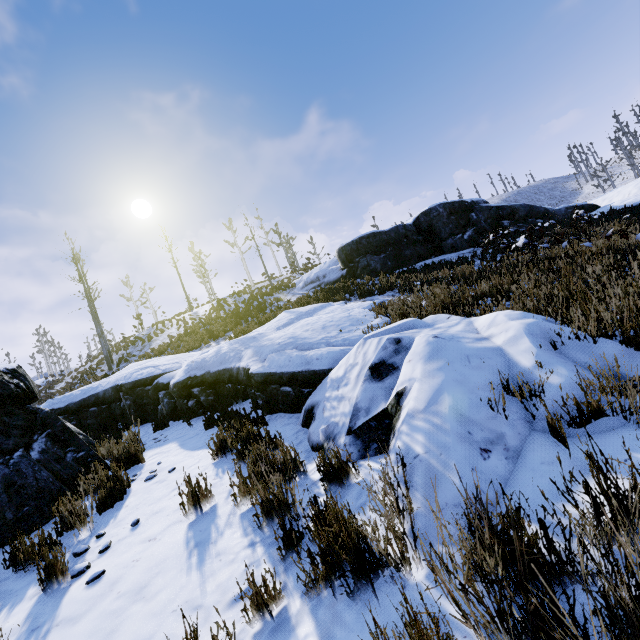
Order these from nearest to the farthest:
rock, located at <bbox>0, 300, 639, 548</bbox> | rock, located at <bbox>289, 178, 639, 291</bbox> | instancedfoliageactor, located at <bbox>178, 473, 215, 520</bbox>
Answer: rock, located at <bbox>0, 300, 639, 548</bbox>, instancedfoliageactor, located at <bbox>178, 473, 215, 520</bbox>, rock, located at <bbox>289, 178, 639, 291</bbox>

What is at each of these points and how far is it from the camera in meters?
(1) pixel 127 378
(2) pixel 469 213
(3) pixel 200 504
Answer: (1) rock, 9.7
(2) rock, 17.2
(3) instancedfoliageactor, 3.3

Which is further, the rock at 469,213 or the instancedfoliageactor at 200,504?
the rock at 469,213

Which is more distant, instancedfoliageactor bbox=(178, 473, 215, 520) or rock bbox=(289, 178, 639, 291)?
rock bbox=(289, 178, 639, 291)

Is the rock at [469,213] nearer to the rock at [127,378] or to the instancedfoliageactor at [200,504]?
the rock at [127,378]

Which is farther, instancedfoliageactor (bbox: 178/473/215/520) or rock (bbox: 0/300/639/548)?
instancedfoliageactor (bbox: 178/473/215/520)

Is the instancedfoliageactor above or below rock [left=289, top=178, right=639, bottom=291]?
below

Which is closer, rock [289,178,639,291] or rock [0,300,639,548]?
rock [0,300,639,548]
